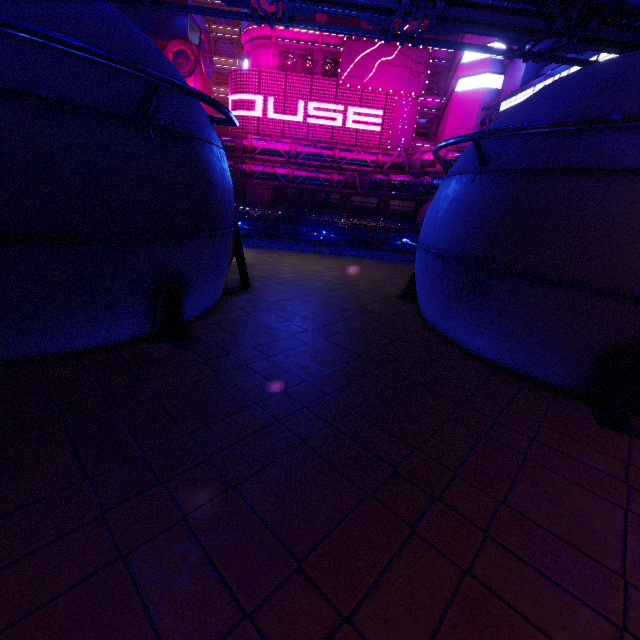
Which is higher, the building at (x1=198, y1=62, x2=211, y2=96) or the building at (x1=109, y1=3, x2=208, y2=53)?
the building at (x1=109, y1=3, x2=208, y2=53)

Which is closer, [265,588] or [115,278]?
[265,588]

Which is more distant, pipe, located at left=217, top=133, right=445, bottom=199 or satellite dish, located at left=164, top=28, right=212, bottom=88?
satellite dish, located at left=164, top=28, right=212, bottom=88

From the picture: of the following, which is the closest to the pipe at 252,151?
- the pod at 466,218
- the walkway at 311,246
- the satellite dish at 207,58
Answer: the walkway at 311,246

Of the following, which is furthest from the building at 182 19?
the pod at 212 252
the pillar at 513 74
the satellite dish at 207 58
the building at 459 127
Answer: the pod at 212 252

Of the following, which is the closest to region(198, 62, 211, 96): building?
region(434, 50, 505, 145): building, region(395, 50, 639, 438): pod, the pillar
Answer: region(434, 50, 505, 145): building

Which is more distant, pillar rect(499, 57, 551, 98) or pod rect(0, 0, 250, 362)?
pillar rect(499, 57, 551, 98)

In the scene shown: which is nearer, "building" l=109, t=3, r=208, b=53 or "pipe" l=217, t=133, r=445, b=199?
"pipe" l=217, t=133, r=445, b=199
